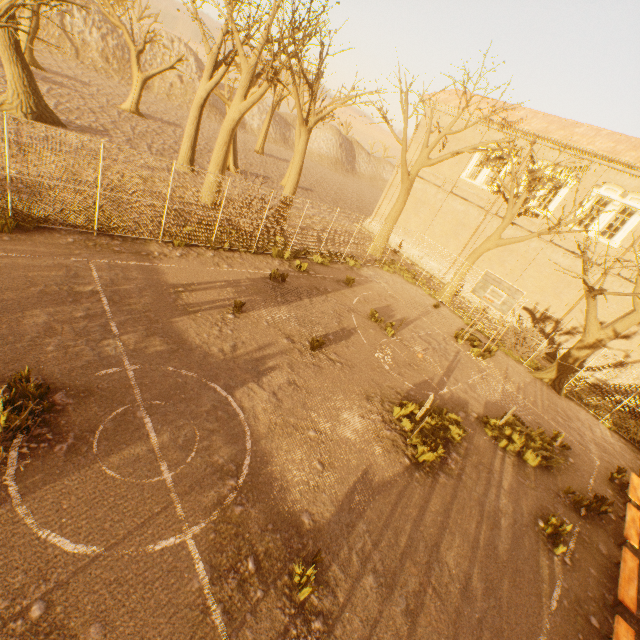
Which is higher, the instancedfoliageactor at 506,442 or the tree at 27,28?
the tree at 27,28

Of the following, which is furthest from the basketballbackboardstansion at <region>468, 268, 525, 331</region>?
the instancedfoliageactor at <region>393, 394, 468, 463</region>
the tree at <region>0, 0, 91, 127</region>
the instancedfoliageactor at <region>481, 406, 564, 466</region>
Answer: the instancedfoliageactor at <region>393, 394, 468, 463</region>

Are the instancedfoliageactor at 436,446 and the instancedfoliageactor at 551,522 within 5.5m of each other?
yes

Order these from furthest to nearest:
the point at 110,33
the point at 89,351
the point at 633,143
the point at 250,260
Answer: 1. the point at 110,33
2. the point at 633,143
3. the point at 250,260
4. the point at 89,351

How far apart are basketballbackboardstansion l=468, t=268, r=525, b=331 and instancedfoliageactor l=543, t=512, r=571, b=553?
7.2m

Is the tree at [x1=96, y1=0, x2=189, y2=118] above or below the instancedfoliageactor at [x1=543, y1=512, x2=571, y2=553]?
above

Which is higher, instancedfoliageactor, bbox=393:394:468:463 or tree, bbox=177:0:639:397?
tree, bbox=177:0:639:397

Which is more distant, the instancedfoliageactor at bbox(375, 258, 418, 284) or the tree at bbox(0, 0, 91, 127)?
the instancedfoliageactor at bbox(375, 258, 418, 284)
